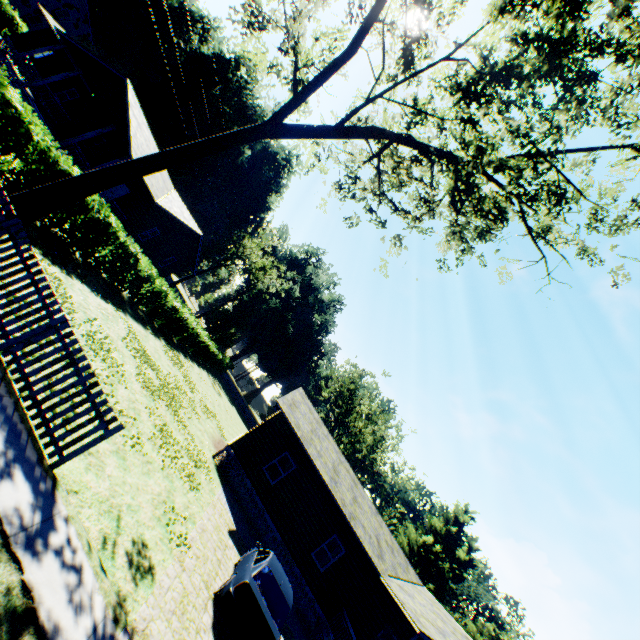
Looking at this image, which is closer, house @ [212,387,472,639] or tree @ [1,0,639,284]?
tree @ [1,0,639,284]

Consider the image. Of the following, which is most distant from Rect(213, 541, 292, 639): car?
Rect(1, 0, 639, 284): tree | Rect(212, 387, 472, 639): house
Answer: Rect(1, 0, 639, 284): tree

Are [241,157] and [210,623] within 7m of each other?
no

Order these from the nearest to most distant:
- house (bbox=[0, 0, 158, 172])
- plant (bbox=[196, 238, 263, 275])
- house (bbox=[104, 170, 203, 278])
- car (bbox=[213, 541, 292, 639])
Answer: car (bbox=[213, 541, 292, 639])
house (bbox=[0, 0, 158, 172])
house (bbox=[104, 170, 203, 278])
plant (bbox=[196, 238, 263, 275])

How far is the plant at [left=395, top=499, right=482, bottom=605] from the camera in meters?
50.1 m

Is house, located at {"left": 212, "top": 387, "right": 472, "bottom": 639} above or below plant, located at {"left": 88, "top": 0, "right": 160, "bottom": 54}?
below

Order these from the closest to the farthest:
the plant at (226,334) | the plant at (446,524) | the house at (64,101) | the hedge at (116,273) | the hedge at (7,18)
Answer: the hedge at (116,273) < the house at (64,101) < the hedge at (7,18) < the plant at (446,524) < the plant at (226,334)

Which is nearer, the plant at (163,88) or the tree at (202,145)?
the tree at (202,145)
